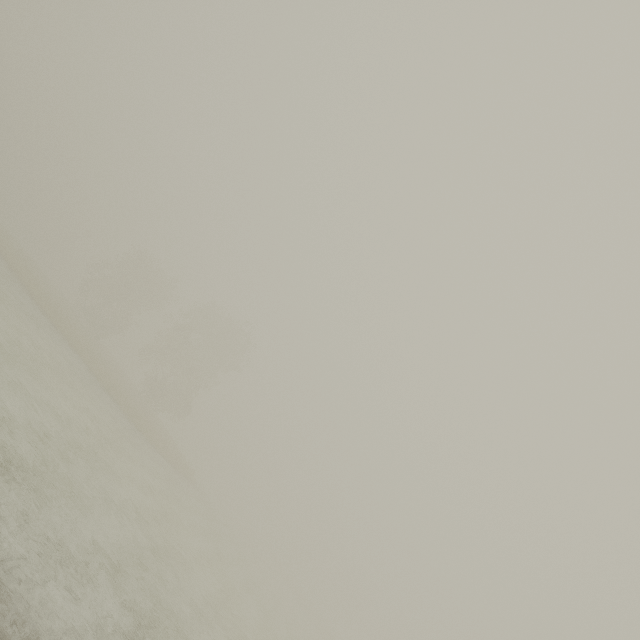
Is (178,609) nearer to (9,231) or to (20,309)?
(20,309)
